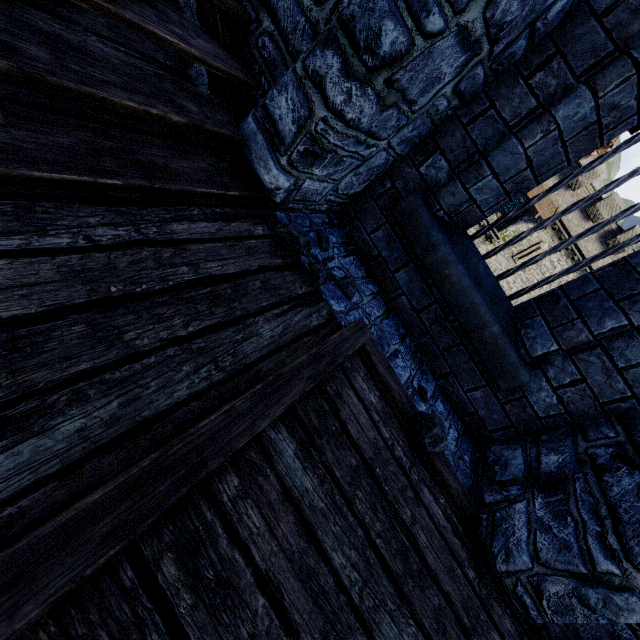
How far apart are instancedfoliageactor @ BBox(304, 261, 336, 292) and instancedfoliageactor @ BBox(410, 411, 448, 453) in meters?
1.1 m

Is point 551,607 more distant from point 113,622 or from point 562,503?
point 113,622

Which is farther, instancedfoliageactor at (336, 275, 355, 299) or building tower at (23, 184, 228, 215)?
instancedfoliageactor at (336, 275, 355, 299)

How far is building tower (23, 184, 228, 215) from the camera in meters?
1.3

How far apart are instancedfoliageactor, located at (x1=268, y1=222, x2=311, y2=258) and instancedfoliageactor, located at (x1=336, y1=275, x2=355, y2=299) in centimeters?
8cm

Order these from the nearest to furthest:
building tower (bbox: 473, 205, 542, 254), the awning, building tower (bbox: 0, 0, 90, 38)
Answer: building tower (bbox: 0, 0, 90, 38) → the awning → building tower (bbox: 473, 205, 542, 254)

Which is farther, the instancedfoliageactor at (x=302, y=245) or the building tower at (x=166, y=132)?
the instancedfoliageactor at (x=302, y=245)

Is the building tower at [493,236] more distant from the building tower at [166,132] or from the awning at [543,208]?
the building tower at [166,132]
